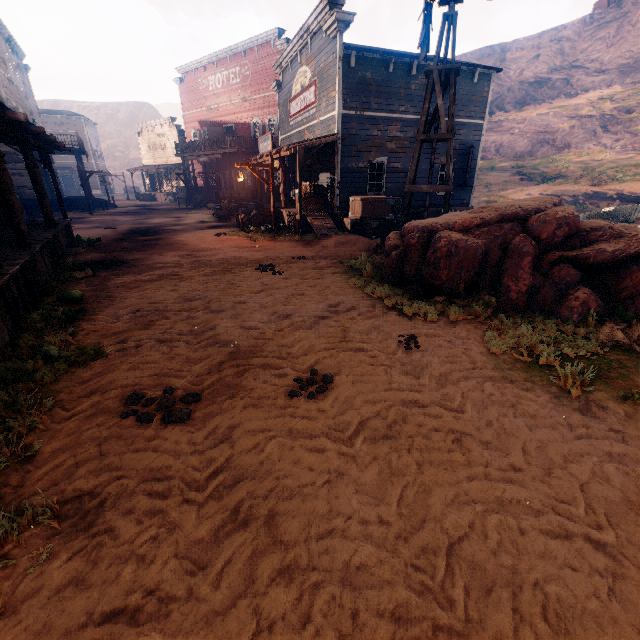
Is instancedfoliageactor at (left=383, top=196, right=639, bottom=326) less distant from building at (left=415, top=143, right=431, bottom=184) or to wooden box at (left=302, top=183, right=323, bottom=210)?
building at (left=415, top=143, right=431, bottom=184)

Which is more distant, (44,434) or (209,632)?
(44,434)

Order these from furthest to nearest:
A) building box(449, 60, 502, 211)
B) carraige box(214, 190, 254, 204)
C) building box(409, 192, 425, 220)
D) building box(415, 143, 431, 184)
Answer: carraige box(214, 190, 254, 204)
building box(409, 192, 425, 220)
building box(415, 143, 431, 184)
building box(449, 60, 502, 211)

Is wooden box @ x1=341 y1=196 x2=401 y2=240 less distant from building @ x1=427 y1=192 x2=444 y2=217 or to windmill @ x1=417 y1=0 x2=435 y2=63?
building @ x1=427 y1=192 x2=444 y2=217

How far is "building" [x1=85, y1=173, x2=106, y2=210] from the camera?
27.9m

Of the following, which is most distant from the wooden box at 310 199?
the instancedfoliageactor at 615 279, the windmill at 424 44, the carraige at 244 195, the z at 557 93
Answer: the carraige at 244 195

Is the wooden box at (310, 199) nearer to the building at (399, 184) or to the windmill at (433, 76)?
the building at (399, 184)

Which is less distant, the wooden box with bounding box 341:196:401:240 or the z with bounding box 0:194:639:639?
the z with bounding box 0:194:639:639
